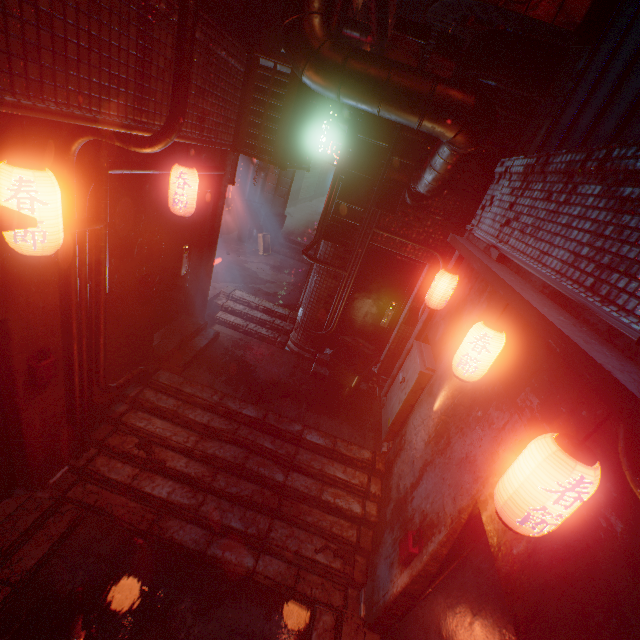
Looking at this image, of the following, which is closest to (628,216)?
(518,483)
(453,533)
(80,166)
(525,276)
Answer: (525,276)

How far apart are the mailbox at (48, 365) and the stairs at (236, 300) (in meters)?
2.87

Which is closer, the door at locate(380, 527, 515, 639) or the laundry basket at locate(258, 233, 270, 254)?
the door at locate(380, 527, 515, 639)

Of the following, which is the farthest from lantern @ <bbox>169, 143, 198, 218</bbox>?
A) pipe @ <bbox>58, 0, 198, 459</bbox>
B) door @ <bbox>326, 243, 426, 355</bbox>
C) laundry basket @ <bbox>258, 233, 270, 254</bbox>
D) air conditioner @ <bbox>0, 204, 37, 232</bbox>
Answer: laundry basket @ <bbox>258, 233, 270, 254</bbox>

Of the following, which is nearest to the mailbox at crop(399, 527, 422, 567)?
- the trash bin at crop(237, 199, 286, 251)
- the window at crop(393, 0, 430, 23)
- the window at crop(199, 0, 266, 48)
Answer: the window at crop(199, 0, 266, 48)

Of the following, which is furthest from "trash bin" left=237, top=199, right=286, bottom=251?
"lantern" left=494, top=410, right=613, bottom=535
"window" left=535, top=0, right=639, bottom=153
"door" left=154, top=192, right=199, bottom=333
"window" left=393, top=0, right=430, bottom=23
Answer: "window" left=393, top=0, right=430, bottom=23

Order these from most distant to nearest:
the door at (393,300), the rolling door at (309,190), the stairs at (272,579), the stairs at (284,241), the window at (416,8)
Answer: the window at (416,8), the rolling door at (309,190), the stairs at (284,241), the door at (393,300), the stairs at (272,579)

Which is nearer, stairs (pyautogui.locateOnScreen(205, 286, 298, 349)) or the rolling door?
stairs (pyautogui.locateOnScreen(205, 286, 298, 349))
